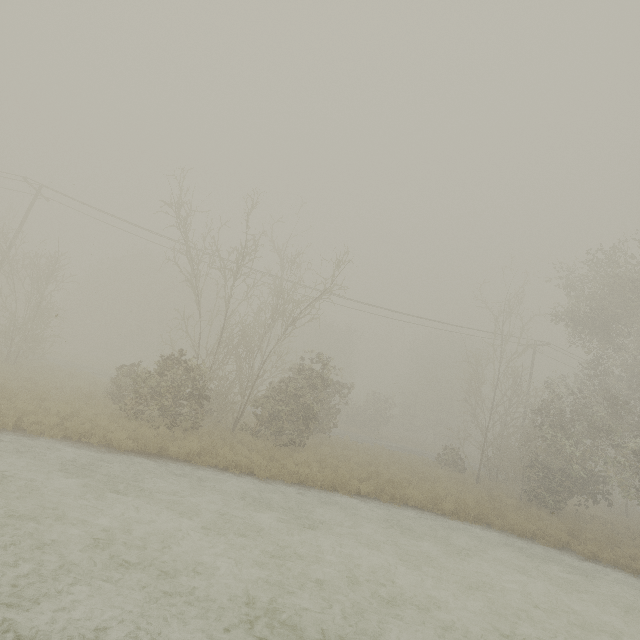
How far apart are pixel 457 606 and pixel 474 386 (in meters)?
54.94
